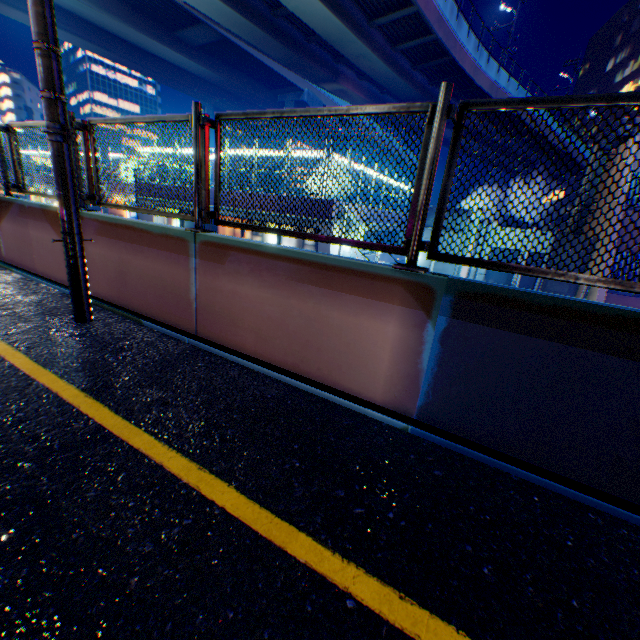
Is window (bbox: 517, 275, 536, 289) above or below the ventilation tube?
below

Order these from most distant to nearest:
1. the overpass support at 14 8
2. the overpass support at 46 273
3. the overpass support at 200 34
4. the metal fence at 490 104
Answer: the overpass support at 200 34
the overpass support at 14 8
the overpass support at 46 273
the metal fence at 490 104

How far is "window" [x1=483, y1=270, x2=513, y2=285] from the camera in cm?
1466

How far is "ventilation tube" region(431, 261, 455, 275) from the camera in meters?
15.3 m

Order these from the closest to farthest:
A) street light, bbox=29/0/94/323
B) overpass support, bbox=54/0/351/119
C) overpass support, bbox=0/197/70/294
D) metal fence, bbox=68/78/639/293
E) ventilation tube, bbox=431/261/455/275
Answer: metal fence, bbox=68/78/639/293 → street light, bbox=29/0/94/323 → overpass support, bbox=0/197/70/294 → ventilation tube, bbox=431/261/455/275 → overpass support, bbox=54/0/351/119

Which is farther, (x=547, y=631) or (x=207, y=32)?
(x=207, y=32)

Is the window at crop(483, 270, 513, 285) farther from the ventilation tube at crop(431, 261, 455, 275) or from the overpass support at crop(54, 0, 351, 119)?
the overpass support at crop(54, 0, 351, 119)

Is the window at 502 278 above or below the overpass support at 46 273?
below
